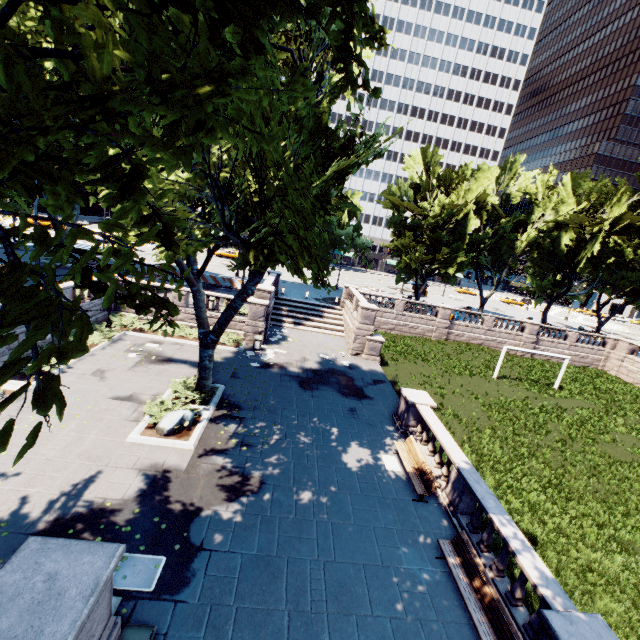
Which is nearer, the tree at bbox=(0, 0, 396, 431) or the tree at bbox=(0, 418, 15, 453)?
the tree at bbox=(0, 418, 15, 453)

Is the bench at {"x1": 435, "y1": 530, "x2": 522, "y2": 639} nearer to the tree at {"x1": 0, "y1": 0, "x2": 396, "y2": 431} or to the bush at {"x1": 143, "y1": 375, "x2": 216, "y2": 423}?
the tree at {"x1": 0, "y1": 0, "x2": 396, "y2": 431}

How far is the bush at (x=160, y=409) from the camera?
12.99m

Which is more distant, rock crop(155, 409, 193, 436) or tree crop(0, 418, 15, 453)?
rock crop(155, 409, 193, 436)

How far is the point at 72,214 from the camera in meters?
2.2 m

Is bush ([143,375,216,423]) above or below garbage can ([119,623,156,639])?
below

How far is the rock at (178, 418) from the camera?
12.2m
